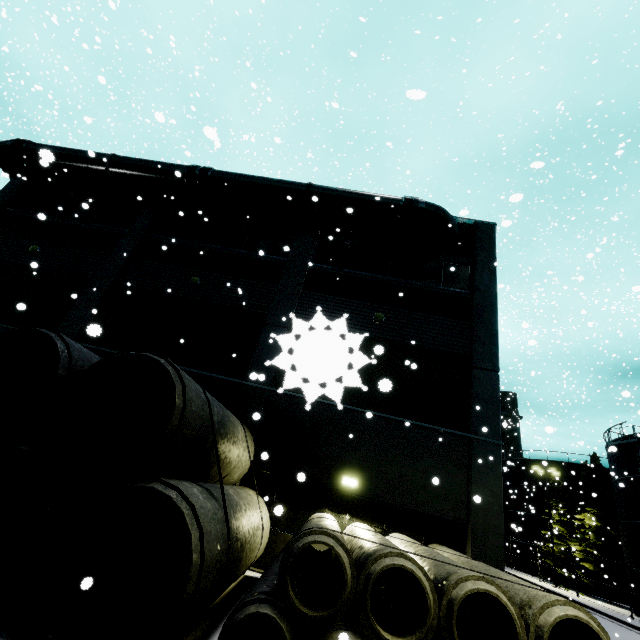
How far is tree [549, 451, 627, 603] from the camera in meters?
28.3

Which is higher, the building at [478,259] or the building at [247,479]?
the building at [478,259]

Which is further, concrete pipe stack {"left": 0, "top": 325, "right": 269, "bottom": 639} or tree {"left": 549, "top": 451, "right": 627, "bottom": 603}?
tree {"left": 549, "top": 451, "right": 627, "bottom": 603}

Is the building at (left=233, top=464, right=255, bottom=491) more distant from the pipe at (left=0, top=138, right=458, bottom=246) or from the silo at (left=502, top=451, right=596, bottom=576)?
the silo at (left=502, top=451, right=596, bottom=576)

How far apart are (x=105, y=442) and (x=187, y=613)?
3.4 meters

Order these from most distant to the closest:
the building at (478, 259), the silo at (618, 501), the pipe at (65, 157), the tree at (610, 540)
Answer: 1. the tree at (610, 540)
2. the silo at (618, 501)
3. the pipe at (65, 157)
4. the building at (478, 259)

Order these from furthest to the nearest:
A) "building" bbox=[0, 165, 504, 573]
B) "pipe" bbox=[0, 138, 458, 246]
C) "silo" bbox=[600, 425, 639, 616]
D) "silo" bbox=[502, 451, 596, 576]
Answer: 1. "silo" bbox=[502, 451, 596, 576]
2. "silo" bbox=[600, 425, 639, 616]
3. "pipe" bbox=[0, 138, 458, 246]
4. "building" bbox=[0, 165, 504, 573]

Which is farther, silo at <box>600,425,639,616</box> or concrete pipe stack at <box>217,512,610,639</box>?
silo at <box>600,425,639,616</box>
